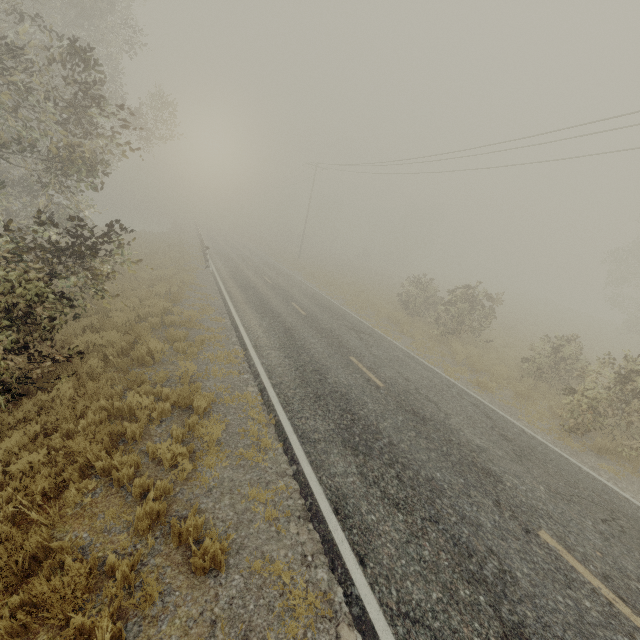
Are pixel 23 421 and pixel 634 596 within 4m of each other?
no
